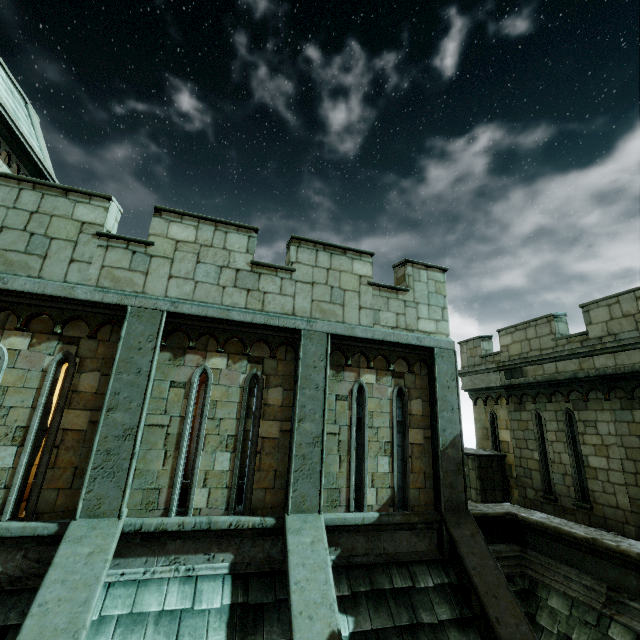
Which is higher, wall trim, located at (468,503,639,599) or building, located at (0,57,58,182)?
building, located at (0,57,58,182)

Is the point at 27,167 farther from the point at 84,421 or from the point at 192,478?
the point at 192,478

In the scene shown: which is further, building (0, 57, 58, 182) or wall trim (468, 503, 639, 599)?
building (0, 57, 58, 182)

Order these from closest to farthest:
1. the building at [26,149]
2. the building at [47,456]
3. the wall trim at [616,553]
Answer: the building at [47,456]
the wall trim at [616,553]
the building at [26,149]

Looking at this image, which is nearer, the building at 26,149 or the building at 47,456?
the building at 47,456

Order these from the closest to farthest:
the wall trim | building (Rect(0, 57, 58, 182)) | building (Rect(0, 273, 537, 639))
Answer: building (Rect(0, 273, 537, 639)), the wall trim, building (Rect(0, 57, 58, 182))

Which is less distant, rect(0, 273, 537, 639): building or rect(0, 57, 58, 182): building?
rect(0, 273, 537, 639): building
